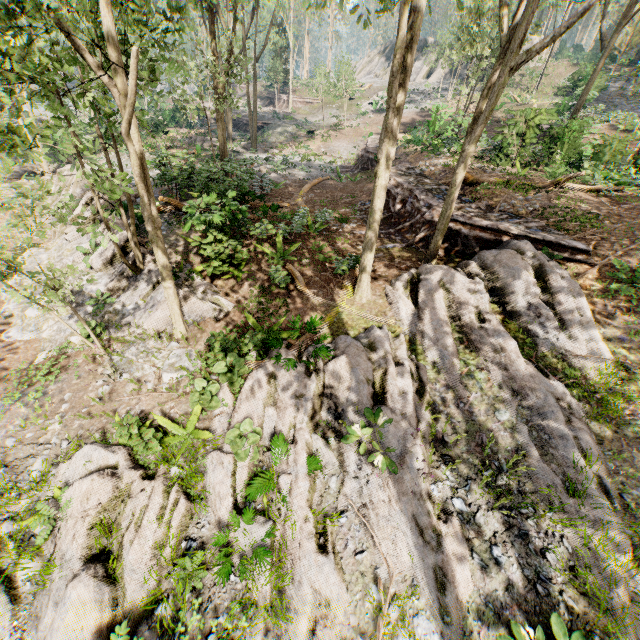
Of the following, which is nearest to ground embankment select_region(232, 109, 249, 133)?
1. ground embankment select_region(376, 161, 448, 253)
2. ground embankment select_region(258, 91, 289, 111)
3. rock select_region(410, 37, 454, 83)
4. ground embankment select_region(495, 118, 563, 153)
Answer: ground embankment select_region(258, 91, 289, 111)

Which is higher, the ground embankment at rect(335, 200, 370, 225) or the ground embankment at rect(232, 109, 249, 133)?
the ground embankment at rect(232, 109, 249, 133)

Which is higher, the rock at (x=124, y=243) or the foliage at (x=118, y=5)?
the foliage at (x=118, y=5)

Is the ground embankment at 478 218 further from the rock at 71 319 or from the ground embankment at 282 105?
the ground embankment at 282 105

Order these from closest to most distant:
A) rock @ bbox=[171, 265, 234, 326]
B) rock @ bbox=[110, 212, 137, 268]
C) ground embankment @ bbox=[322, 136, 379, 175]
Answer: rock @ bbox=[171, 265, 234, 326] < rock @ bbox=[110, 212, 137, 268] < ground embankment @ bbox=[322, 136, 379, 175]

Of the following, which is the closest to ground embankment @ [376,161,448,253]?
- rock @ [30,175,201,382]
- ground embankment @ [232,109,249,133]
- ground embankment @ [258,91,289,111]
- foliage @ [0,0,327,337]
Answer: foliage @ [0,0,327,337]

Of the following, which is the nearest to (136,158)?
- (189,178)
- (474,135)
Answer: (474,135)

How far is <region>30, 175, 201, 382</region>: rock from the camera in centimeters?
973cm
